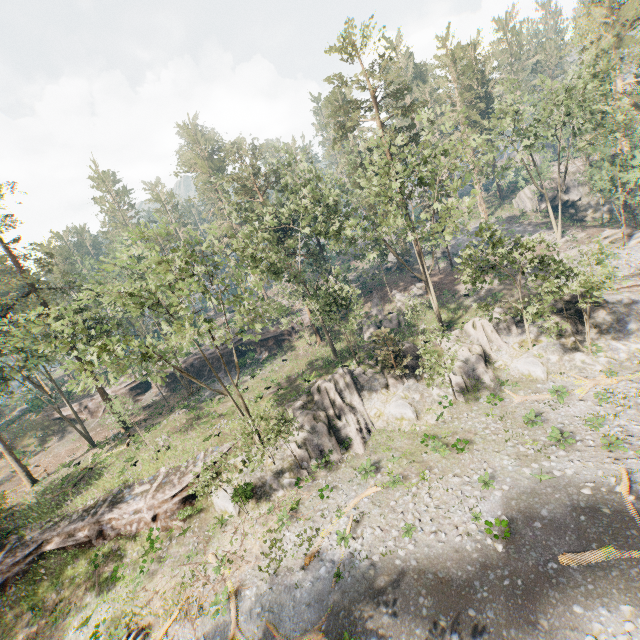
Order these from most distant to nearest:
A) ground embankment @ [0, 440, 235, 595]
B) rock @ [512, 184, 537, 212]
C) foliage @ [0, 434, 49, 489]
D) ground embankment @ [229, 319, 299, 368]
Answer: rock @ [512, 184, 537, 212], ground embankment @ [229, 319, 299, 368], foliage @ [0, 434, 49, 489], ground embankment @ [0, 440, 235, 595]

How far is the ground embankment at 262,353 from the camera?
45.5 meters

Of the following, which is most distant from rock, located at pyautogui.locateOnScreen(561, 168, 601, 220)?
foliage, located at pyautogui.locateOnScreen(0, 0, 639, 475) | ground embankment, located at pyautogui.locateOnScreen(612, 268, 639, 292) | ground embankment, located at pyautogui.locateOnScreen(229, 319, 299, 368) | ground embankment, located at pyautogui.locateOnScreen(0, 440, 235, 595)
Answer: ground embankment, located at pyautogui.locateOnScreen(0, 440, 235, 595)

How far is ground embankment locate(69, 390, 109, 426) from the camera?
47.2 meters

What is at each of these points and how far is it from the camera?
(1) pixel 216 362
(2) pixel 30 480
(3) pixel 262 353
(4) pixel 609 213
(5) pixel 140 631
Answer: (1) ground embankment, 47.3m
(2) foliage, 34.5m
(3) ground embankment, 46.5m
(4) rock, 46.7m
(5) foliage, 18.6m

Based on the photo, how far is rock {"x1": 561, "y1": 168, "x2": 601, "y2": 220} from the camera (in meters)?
48.06
